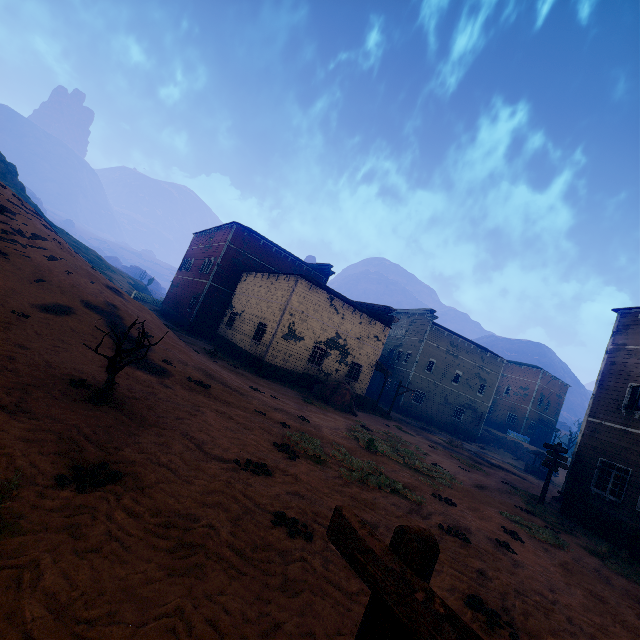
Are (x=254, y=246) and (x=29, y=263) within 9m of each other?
no

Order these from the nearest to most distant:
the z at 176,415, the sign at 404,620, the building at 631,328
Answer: the sign at 404,620
the z at 176,415
the building at 631,328

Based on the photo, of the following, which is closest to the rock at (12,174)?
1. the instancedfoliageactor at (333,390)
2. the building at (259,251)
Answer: the building at (259,251)

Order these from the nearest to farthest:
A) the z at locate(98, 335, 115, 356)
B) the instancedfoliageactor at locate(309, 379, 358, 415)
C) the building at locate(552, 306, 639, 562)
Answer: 1. the z at locate(98, 335, 115, 356)
2. the building at locate(552, 306, 639, 562)
3. the instancedfoliageactor at locate(309, 379, 358, 415)

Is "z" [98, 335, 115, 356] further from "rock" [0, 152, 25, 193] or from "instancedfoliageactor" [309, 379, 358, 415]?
"rock" [0, 152, 25, 193]

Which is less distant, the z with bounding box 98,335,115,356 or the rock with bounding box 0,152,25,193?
the z with bounding box 98,335,115,356

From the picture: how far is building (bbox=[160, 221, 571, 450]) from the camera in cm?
2238

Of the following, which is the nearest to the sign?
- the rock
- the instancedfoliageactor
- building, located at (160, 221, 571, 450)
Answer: building, located at (160, 221, 571, 450)
